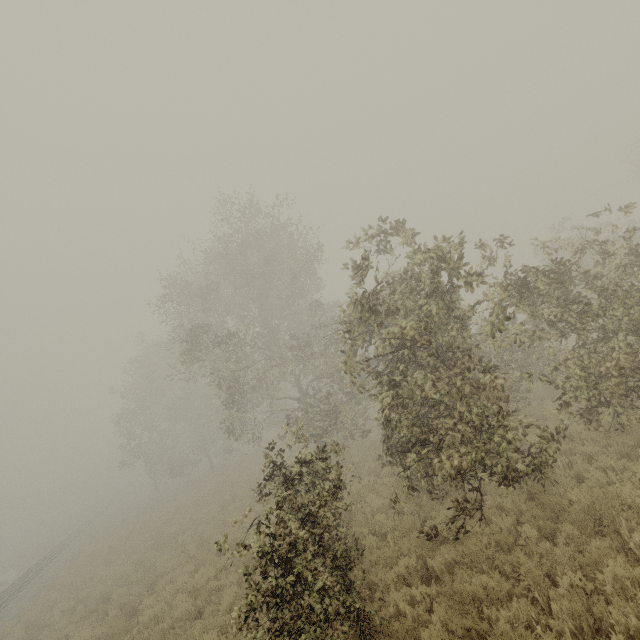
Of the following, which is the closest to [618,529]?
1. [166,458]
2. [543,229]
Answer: [166,458]
